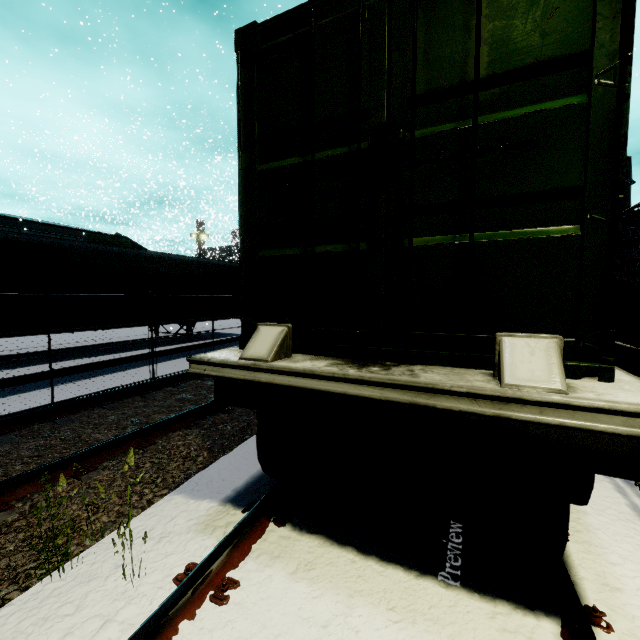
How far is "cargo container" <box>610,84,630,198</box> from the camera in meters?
1.6 m

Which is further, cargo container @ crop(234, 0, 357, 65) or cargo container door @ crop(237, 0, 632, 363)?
cargo container @ crop(234, 0, 357, 65)

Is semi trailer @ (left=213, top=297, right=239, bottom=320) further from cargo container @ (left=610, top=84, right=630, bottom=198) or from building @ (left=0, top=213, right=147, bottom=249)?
cargo container @ (left=610, top=84, right=630, bottom=198)

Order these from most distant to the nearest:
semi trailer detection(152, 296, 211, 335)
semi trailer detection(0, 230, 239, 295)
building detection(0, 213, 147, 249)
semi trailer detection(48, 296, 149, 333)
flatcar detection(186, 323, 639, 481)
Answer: building detection(0, 213, 147, 249), semi trailer detection(152, 296, 211, 335), semi trailer detection(48, 296, 149, 333), semi trailer detection(0, 230, 239, 295), flatcar detection(186, 323, 639, 481)

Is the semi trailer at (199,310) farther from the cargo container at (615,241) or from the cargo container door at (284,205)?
the cargo container door at (284,205)

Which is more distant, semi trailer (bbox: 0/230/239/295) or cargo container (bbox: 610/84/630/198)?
semi trailer (bbox: 0/230/239/295)

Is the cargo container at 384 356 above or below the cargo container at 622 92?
below

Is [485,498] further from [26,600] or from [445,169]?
[26,600]
